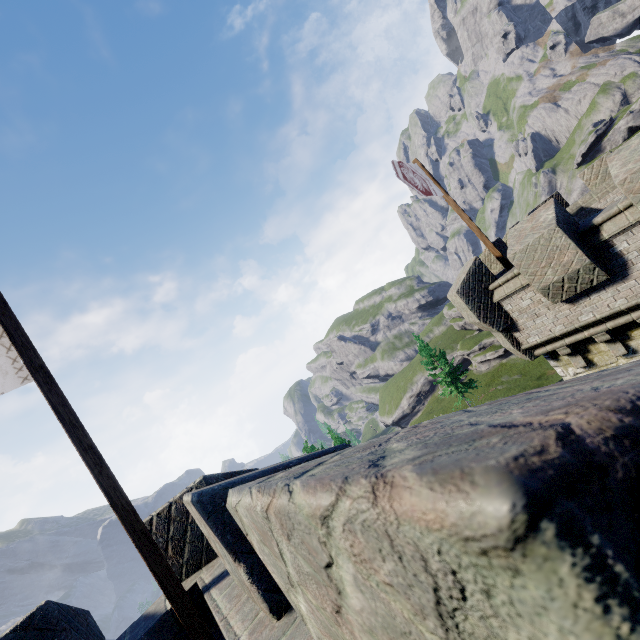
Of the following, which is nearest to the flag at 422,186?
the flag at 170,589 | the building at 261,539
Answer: the building at 261,539

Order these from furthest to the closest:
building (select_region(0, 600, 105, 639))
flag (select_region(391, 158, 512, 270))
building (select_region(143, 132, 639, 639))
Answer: flag (select_region(391, 158, 512, 270)), building (select_region(0, 600, 105, 639)), building (select_region(143, 132, 639, 639))

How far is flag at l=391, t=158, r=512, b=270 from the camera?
9.0 meters

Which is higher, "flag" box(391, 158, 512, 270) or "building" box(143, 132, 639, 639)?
"flag" box(391, 158, 512, 270)

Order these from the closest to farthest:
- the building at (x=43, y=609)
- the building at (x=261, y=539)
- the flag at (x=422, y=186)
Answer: the building at (x=261, y=539), the building at (x=43, y=609), the flag at (x=422, y=186)

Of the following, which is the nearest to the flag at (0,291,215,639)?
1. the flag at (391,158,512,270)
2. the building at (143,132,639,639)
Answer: the building at (143,132,639,639)

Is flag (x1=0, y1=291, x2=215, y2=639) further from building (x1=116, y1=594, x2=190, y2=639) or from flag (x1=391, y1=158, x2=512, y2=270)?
flag (x1=391, y1=158, x2=512, y2=270)

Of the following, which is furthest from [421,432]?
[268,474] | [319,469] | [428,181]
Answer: [428,181]
